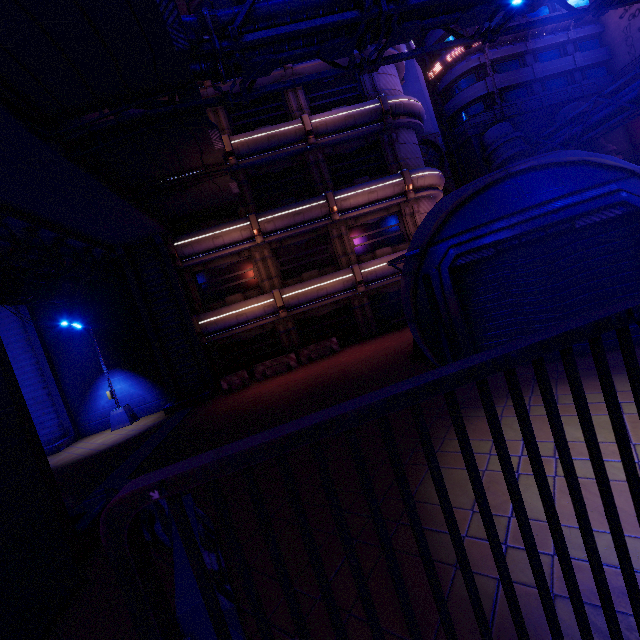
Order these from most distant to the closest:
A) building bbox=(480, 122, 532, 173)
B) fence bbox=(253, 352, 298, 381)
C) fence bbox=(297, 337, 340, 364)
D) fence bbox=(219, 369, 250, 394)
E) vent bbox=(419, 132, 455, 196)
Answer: vent bbox=(419, 132, 455, 196) → building bbox=(480, 122, 532, 173) → fence bbox=(297, 337, 340, 364) → fence bbox=(253, 352, 298, 381) → fence bbox=(219, 369, 250, 394)

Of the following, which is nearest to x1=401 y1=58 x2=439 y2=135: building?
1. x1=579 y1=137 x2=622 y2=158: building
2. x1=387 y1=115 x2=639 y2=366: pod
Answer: x1=579 y1=137 x2=622 y2=158: building

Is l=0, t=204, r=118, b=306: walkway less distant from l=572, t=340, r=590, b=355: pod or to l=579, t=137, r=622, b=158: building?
l=572, t=340, r=590, b=355: pod

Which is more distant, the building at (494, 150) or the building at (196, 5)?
the building at (494, 150)

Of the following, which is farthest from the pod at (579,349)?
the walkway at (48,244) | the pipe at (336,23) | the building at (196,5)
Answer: the building at (196,5)

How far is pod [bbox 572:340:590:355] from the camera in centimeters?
779cm

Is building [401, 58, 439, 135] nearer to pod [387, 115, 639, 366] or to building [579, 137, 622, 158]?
building [579, 137, 622, 158]

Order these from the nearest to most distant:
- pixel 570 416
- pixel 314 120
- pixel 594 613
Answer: pixel 594 613, pixel 570 416, pixel 314 120
